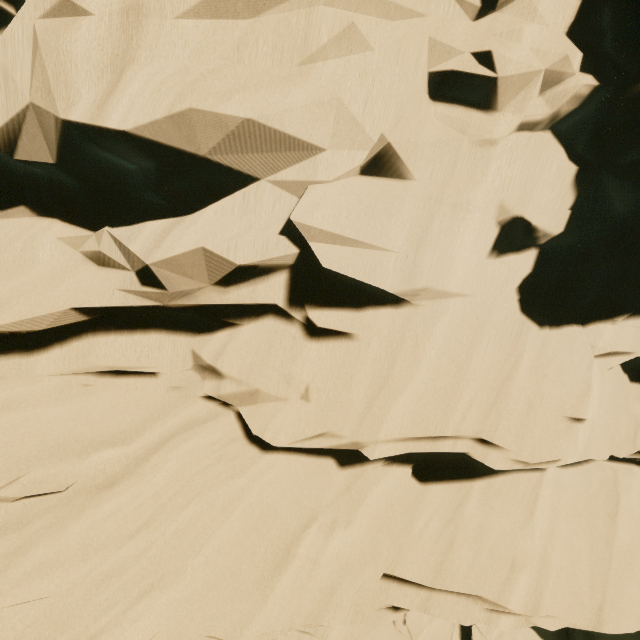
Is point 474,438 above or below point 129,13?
below
